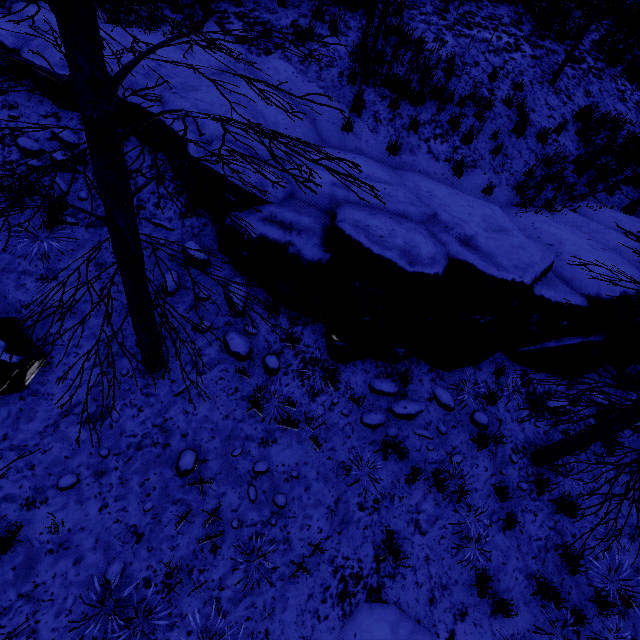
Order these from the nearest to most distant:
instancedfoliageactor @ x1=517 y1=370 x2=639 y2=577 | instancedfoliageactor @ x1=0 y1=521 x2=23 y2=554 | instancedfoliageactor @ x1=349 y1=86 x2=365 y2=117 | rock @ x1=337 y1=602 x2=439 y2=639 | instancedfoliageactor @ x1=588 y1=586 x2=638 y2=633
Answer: instancedfoliageactor @ x1=517 y1=370 x2=639 y2=577 → instancedfoliageactor @ x1=0 y1=521 x2=23 y2=554 → rock @ x1=337 y1=602 x2=439 y2=639 → instancedfoliageactor @ x1=588 y1=586 x2=638 y2=633 → instancedfoliageactor @ x1=349 y1=86 x2=365 y2=117

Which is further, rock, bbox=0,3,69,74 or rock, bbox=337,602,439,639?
rock, bbox=0,3,69,74

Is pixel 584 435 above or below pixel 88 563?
above

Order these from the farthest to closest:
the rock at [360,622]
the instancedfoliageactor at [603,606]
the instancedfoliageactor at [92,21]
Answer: the instancedfoliageactor at [603,606], the rock at [360,622], the instancedfoliageactor at [92,21]

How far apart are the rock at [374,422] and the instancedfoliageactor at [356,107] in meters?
6.7

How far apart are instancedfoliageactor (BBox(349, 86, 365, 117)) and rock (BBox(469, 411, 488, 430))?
6.9m

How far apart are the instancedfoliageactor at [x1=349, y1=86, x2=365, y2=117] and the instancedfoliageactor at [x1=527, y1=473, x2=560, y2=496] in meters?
6.9 m

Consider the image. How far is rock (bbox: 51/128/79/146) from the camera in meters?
5.7
